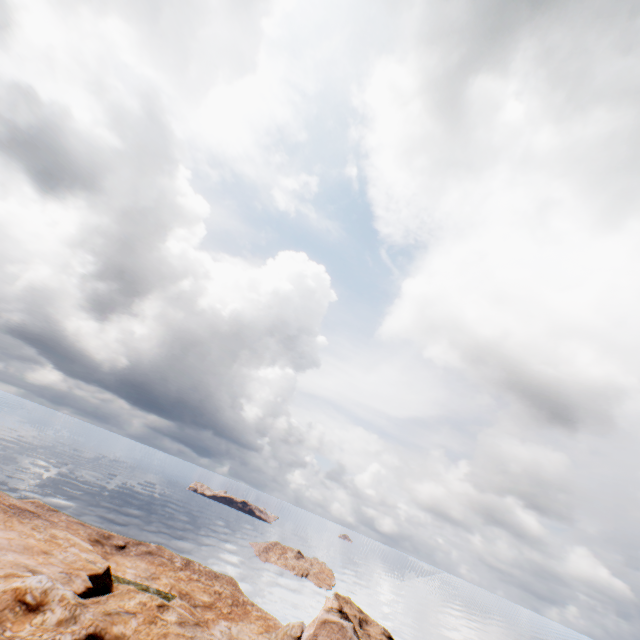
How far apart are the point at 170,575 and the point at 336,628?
20.0m
